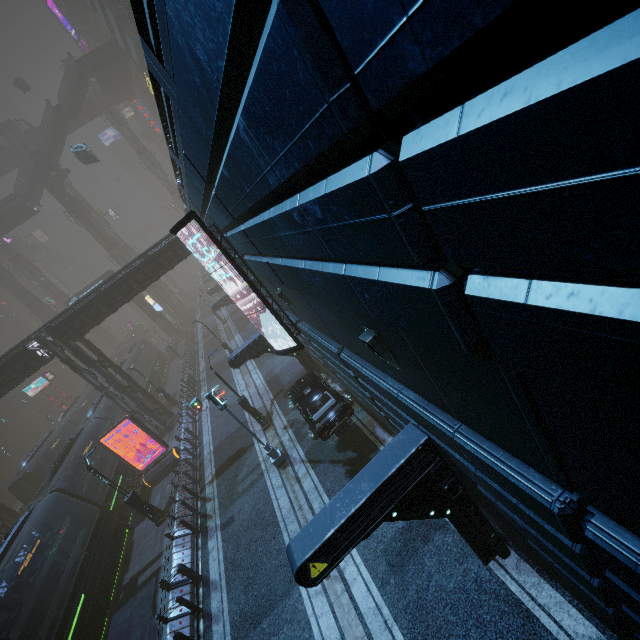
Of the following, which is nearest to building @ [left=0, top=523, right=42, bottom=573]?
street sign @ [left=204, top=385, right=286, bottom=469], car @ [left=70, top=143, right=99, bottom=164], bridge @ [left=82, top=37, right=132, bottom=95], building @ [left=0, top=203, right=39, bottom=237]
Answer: bridge @ [left=82, top=37, right=132, bottom=95]

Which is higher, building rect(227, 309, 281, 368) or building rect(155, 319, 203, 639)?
building rect(227, 309, 281, 368)

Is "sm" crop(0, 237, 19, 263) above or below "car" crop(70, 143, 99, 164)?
above

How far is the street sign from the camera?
13.9 meters

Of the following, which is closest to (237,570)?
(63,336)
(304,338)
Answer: (304,338)

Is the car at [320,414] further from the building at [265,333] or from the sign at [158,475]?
the sign at [158,475]

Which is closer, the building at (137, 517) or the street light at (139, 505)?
the street light at (139, 505)

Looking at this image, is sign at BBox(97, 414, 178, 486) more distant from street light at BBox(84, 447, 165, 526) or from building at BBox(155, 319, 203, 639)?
street light at BBox(84, 447, 165, 526)
